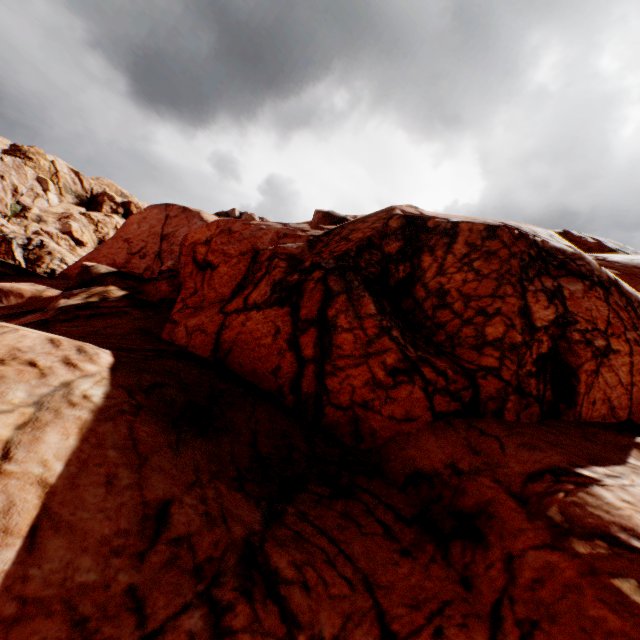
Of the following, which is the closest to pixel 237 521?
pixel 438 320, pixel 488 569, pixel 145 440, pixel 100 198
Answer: pixel 145 440
